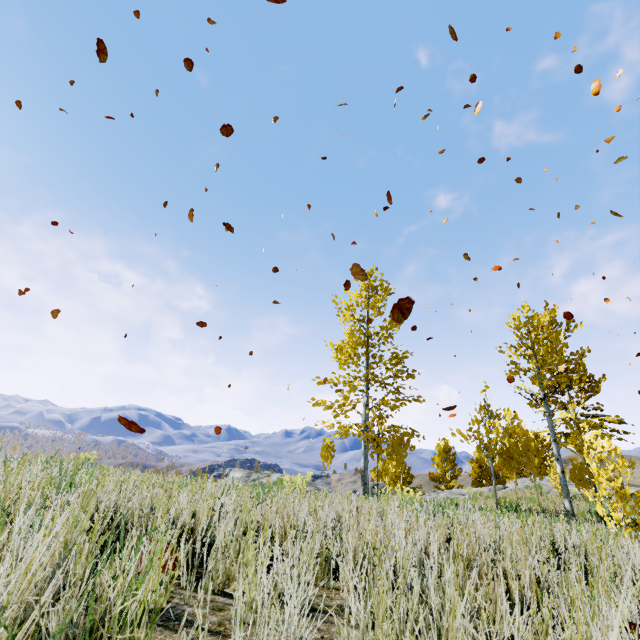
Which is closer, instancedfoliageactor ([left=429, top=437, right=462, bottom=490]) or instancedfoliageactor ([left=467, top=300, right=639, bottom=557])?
instancedfoliageactor ([left=467, top=300, right=639, bottom=557])

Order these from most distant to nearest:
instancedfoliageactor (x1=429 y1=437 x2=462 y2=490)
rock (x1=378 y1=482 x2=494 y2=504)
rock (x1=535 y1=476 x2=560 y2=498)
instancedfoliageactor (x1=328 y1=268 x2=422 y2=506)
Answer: instancedfoliageactor (x1=429 y1=437 x2=462 y2=490)
rock (x1=535 y1=476 x2=560 y2=498)
instancedfoliageactor (x1=328 y1=268 x2=422 y2=506)
rock (x1=378 y1=482 x2=494 y2=504)

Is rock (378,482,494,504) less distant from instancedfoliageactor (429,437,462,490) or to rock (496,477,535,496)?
instancedfoliageactor (429,437,462,490)

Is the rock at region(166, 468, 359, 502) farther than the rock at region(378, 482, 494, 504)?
No

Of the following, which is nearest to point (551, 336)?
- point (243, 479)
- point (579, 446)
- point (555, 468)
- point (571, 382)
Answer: point (571, 382)

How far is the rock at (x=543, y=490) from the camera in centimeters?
1612cm

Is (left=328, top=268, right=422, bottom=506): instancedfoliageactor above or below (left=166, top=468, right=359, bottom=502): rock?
above

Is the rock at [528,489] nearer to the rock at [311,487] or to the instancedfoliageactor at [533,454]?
the instancedfoliageactor at [533,454]
